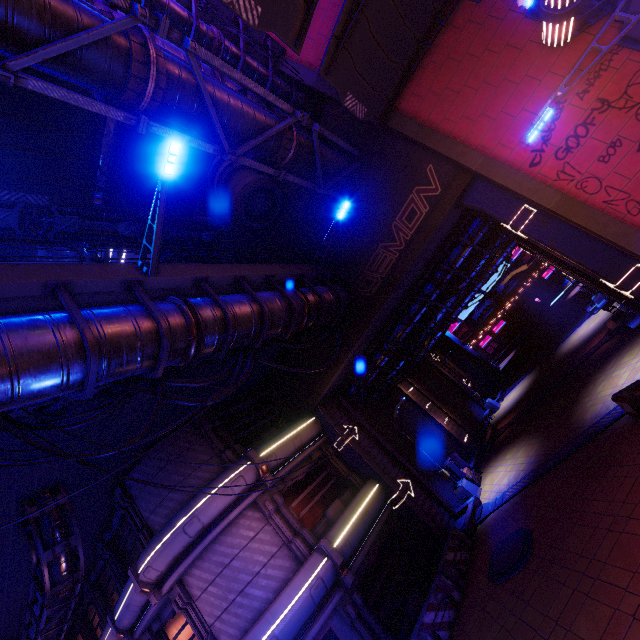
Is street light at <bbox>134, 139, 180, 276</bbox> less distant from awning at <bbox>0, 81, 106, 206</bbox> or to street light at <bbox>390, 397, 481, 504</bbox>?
awning at <bbox>0, 81, 106, 206</bbox>

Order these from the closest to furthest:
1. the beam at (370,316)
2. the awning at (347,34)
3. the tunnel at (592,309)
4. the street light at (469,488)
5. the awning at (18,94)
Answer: the awning at (347,34), the awning at (18,94), the beam at (370,316), the street light at (469,488), the tunnel at (592,309)

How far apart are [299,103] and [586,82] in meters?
10.6 m

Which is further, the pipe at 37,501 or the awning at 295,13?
the pipe at 37,501

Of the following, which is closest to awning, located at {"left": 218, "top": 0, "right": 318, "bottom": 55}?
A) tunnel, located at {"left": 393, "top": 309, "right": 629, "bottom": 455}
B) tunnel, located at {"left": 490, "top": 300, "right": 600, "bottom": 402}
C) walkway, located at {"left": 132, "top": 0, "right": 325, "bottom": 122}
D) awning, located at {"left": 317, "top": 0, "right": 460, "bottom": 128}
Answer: awning, located at {"left": 317, "top": 0, "right": 460, "bottom": 128}

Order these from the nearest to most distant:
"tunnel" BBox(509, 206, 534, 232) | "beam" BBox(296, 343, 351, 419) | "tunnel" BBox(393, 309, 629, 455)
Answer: "tunnel" BBox(509, 206, 534, 232) → "beam" BBox(296, 343, 351, 419) → "tunnel" BBox(393, 309, 629, 455)

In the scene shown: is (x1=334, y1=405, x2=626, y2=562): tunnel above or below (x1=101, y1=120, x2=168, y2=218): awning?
below

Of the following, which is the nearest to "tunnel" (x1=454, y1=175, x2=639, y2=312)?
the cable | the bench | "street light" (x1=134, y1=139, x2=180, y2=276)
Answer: the bench
